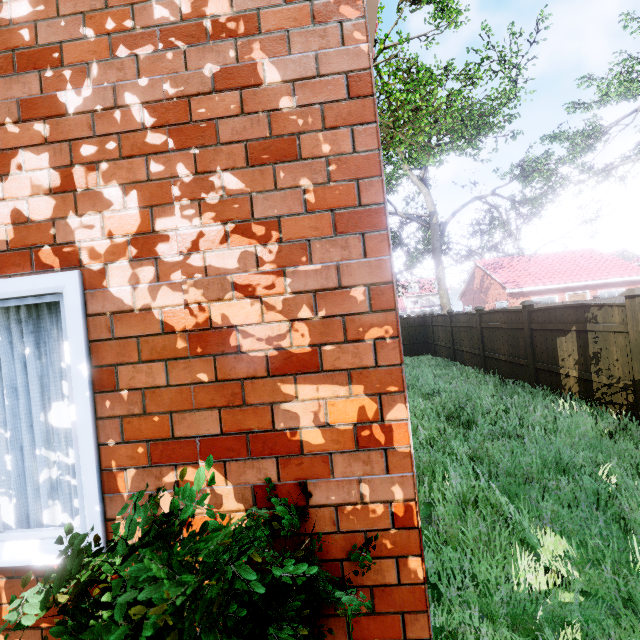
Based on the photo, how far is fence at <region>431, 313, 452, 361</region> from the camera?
15.2 meters

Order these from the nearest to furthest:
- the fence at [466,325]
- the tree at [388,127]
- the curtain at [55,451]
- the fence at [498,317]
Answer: the curtain at [55,451], the fence at [498,317], the tree at [388,127], the fence at [466,325]

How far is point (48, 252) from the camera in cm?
159

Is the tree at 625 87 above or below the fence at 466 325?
above

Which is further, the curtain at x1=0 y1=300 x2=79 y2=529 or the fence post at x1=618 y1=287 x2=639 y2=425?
the fence post at x1=618 y1=287 x2=639 y2=425

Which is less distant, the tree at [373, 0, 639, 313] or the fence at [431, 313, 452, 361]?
the tree at [373, 0, 639, 313]

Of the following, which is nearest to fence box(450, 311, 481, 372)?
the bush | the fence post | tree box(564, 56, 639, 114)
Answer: the fence post

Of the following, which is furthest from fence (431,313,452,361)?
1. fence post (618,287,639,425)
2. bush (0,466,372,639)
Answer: bush (0,466,372,639)
